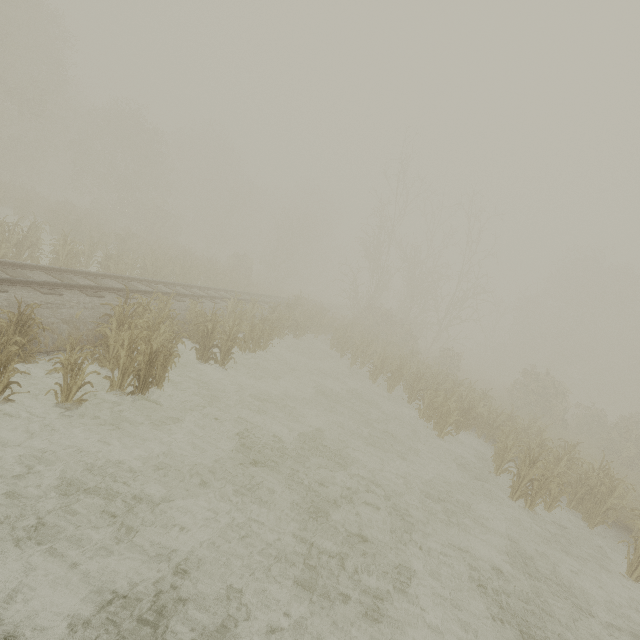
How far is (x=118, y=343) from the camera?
7.2m
